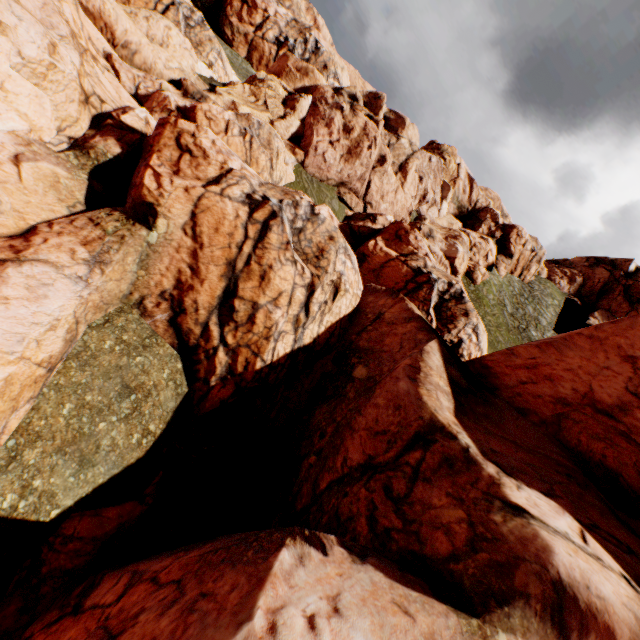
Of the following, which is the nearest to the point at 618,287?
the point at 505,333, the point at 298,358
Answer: the point at 505,333
